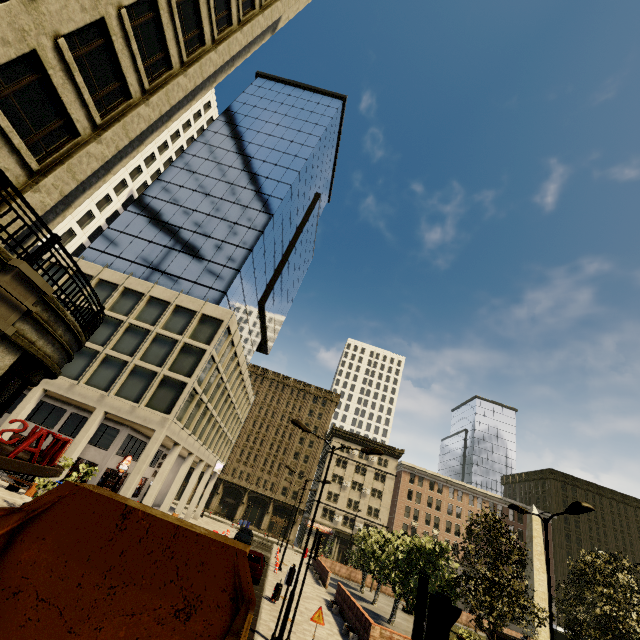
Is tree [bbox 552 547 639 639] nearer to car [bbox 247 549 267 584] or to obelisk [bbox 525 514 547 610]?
obelisk [bbox 525 514 547 610]

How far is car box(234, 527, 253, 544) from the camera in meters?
33.8

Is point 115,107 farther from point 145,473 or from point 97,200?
point 97,200

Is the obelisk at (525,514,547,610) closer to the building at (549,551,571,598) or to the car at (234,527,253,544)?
the car at (234,527,253,544)

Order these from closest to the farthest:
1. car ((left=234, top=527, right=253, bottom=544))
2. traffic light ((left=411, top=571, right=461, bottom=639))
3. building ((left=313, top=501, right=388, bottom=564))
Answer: traffic light ((left=411, top=571, right=461, bottom=639)) → car ((left=234, top=527, right=253, bottom=544)) → building ((left=313, top=501, right=388, bottom=564))

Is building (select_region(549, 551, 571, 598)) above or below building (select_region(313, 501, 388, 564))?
above

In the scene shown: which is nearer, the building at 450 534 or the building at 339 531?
the building at 339 531

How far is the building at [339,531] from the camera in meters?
56.3 m
